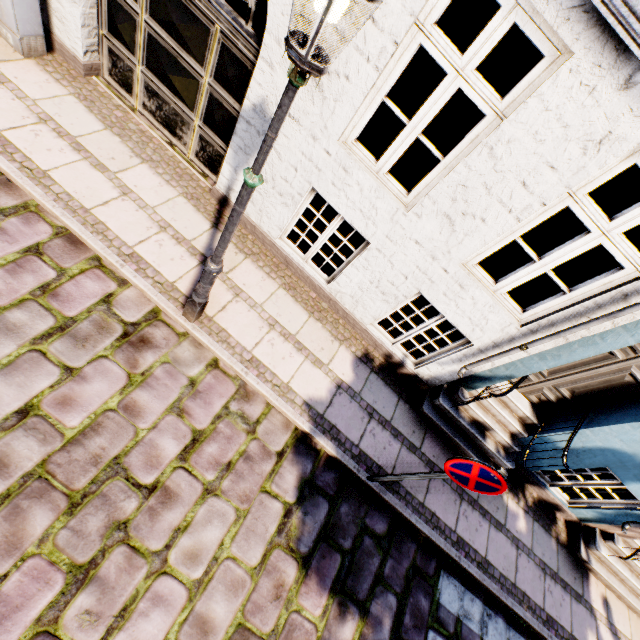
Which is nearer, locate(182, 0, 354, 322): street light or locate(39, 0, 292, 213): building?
locate(182, 0, 354, 322): street light

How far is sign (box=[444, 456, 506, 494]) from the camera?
2.9m

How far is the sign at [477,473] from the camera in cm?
288

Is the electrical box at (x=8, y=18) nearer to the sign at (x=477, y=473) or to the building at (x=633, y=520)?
the building at (x=633, y=520)

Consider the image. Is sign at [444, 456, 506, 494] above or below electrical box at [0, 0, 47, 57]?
above

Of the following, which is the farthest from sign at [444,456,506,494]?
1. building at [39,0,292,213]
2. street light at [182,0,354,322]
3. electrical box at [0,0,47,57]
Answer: electrical box at [0,0,47,57]

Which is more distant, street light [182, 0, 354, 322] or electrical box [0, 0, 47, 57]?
electrical box [0, 0, 47, 57]

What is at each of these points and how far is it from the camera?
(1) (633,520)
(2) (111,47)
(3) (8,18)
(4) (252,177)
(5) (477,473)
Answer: (1) building, 5.3 meters
(2) building, 4.6 meters
(3) electrical box, 4.1 meters
(4) street light, 2.2 meters
(5) sign, 3.0 meters
